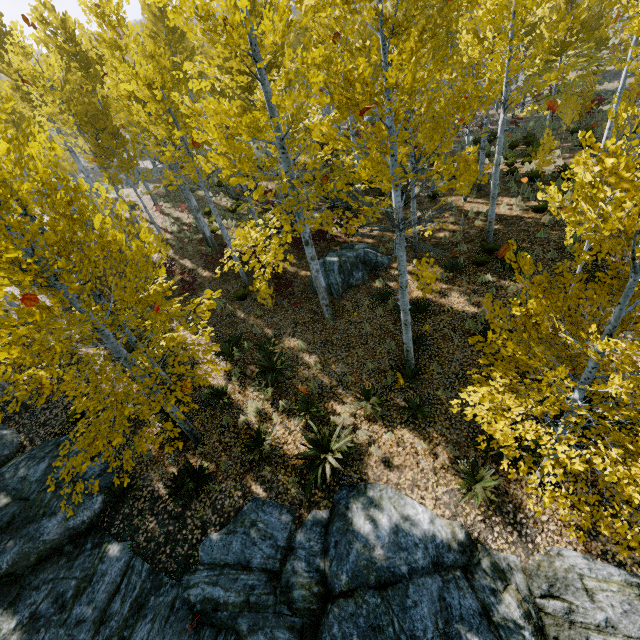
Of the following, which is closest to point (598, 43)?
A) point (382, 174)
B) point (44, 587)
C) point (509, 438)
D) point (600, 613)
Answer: point (382, 174)

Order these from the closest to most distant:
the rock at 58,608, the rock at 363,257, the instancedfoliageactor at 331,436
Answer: the rock at 58,608
the instancedfoliageactor at 331,436
the rock at 363,257

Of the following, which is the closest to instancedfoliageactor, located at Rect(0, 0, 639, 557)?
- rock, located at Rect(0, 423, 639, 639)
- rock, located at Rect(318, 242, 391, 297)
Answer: rock, located at Rect(0, 423, 639, 639)

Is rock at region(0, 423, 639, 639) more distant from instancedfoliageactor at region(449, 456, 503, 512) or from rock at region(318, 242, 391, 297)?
rock at region(318, 242, 391, 297)

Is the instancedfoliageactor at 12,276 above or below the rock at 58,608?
above

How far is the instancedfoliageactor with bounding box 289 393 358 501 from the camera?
7.5m
